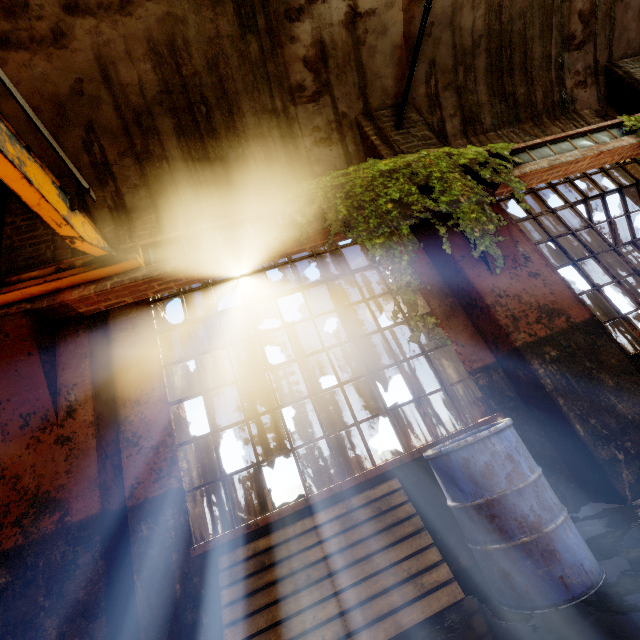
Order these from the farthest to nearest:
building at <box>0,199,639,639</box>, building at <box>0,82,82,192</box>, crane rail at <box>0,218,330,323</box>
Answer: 1. building at <box>0,82,82,192</box>
2. crane rail at <box>0,218,330,323</box>
3. building at <box>0,199,639,639</box>

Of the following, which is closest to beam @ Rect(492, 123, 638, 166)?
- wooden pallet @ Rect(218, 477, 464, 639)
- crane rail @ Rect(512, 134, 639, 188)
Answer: crane rail @ Rect(512, 134, 639, 188)

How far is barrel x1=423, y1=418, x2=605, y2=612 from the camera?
1.9 meters

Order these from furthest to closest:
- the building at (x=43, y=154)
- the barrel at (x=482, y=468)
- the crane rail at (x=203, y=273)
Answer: the building at (x=43, y=154), the crane rail at (x=203, y=273), the barrel at (x=482, y=468)

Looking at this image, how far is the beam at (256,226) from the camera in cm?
336

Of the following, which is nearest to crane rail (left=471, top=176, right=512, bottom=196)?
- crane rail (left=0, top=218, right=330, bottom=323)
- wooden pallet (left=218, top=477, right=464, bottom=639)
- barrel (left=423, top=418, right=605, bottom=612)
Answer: crane rail (left=0, top=218, right=330, bottom=323)

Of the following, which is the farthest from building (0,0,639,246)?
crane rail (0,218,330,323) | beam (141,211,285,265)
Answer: beam (141,211,285,265)

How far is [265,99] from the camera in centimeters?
456cm
